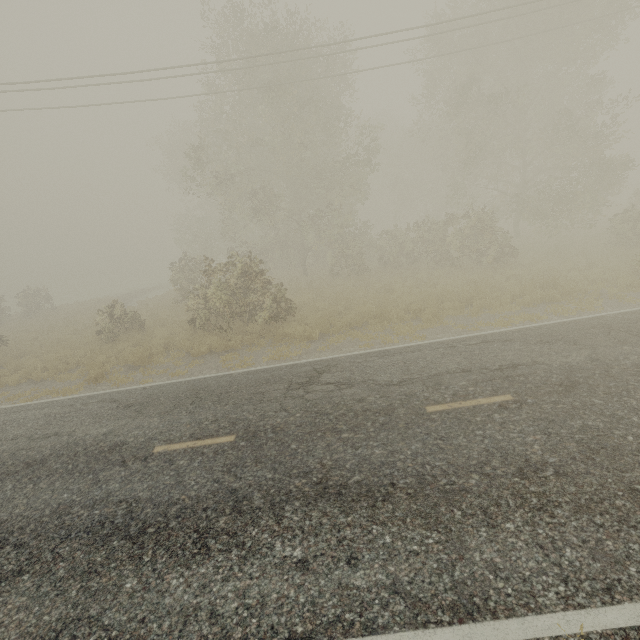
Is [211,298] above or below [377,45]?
below
